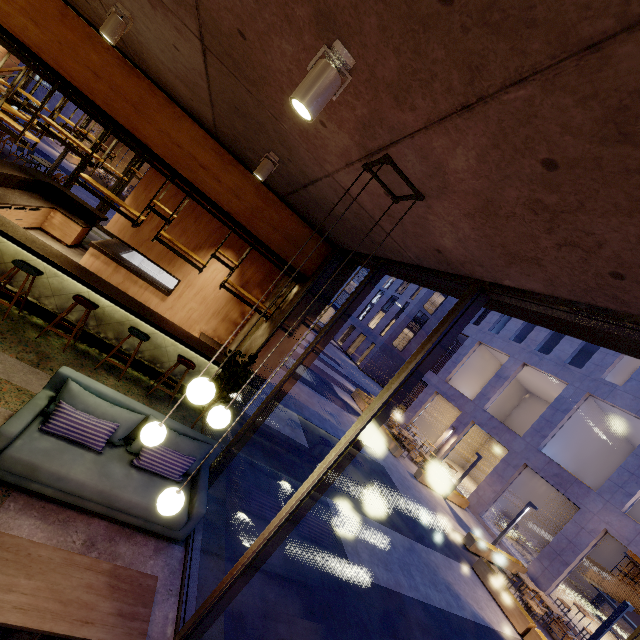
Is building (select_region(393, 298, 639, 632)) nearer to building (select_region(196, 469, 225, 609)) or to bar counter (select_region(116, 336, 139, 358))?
building (select_region(196, 469, 225, 609))

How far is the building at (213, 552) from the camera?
3.9 meters

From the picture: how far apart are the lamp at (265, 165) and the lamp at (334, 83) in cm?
252

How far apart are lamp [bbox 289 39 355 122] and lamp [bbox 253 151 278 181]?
2.5m

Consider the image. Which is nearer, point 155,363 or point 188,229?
point 155,363

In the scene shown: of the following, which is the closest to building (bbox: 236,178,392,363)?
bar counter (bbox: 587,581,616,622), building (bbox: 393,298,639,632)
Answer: building (bbox: 393,298,639,632)

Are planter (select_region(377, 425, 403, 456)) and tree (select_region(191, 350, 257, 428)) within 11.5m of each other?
no

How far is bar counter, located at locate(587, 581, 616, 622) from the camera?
16.0 meters
